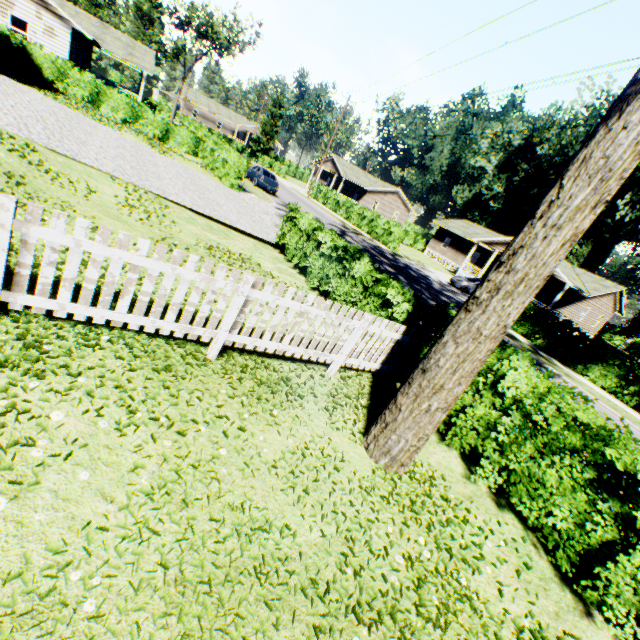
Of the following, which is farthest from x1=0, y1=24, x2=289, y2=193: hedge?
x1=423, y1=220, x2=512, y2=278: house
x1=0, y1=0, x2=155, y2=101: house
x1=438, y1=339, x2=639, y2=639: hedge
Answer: x1=438, y1=339, x2=639, y2=639: hedge

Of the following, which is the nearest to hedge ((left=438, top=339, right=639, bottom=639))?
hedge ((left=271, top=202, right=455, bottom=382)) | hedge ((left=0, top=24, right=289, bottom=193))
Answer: hedge ((left=271, top=202, right=455, bottom=382))

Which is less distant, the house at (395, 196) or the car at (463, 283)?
the car at (463, 283)

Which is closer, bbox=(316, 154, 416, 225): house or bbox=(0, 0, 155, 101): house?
bbox=(0, 0, 155, 101): house

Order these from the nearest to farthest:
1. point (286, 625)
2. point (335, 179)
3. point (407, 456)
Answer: point (286, 625), point (407, 456), point (335, 179)

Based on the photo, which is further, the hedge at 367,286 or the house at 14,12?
the house at 14,12

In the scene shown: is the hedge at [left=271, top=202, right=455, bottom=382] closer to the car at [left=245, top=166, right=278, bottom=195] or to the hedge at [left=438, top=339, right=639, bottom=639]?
the hedge at [left=438, top=339, right=639, bottom=639]

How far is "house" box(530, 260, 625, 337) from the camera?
29.3m
